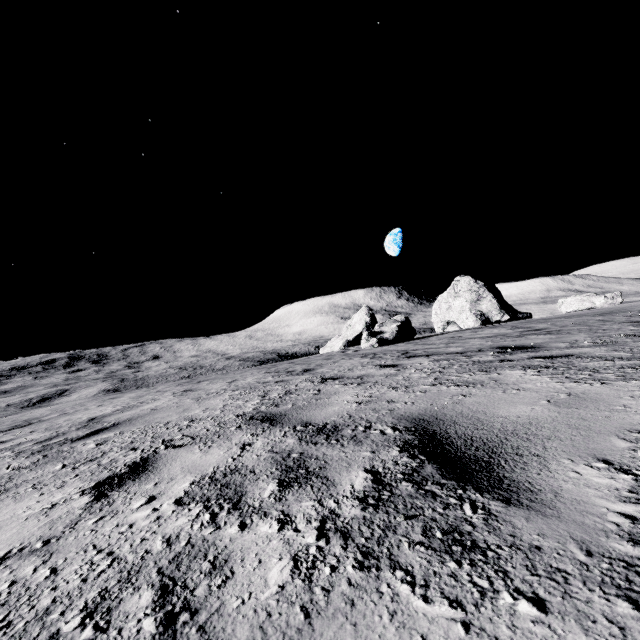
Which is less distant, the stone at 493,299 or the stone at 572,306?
the stone at 572,306

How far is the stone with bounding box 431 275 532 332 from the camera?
28.3 meters

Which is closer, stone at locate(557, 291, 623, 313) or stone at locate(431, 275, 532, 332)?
stone at locate(557, 291, 623, 313)

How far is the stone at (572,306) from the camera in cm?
1977

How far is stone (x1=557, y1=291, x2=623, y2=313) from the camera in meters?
19.8 m

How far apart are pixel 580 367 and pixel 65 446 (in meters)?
5.00
